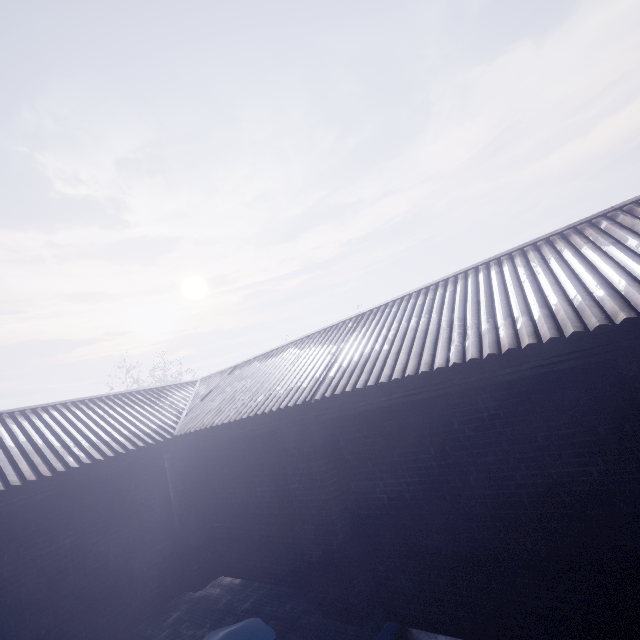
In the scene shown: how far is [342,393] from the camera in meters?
3.2 m
